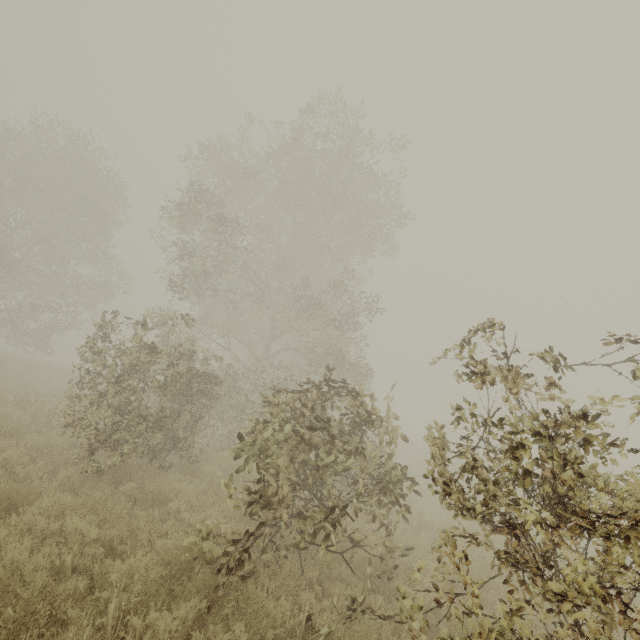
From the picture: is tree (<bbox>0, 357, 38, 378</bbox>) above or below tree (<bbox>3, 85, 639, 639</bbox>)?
below

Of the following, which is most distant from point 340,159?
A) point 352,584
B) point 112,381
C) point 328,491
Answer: point 352,584

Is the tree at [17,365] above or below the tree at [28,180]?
below

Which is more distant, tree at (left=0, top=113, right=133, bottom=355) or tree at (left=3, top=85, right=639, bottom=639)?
tree at (left=0, top=113, right=133, bottom=355)

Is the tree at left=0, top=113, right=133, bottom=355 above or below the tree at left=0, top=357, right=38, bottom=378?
above

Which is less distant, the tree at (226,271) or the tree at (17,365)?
the tree at (226,271)
